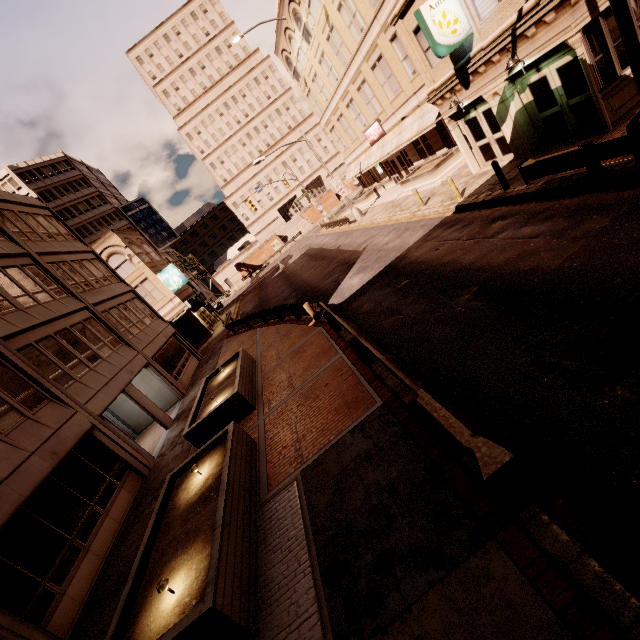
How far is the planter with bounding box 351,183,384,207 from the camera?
34.84m

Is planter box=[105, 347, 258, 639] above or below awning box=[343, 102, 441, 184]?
below

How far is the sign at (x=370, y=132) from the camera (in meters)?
27.72

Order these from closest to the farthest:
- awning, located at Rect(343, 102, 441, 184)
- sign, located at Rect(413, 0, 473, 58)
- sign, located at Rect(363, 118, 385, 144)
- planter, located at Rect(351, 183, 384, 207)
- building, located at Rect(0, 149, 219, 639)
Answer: building, located at Rect(0, 149, 219, 639) < sign, located at Rect(413, 0, 473, 58) < awning, located at Rect(343, 102, 441, 184) < sign, located at Rect(363, 118, 385, 144) < planter, located at Rect(351, 183, 384, 207)

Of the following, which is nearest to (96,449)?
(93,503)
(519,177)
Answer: (93,503)

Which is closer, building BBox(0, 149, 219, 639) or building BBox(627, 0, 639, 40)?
building BBox(0, 149, 219, 639)

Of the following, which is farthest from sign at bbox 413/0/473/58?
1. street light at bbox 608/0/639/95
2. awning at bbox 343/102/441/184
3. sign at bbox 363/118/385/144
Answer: sign at bbox 363/118/385/144

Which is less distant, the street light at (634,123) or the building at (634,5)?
the street light at (634,123)
